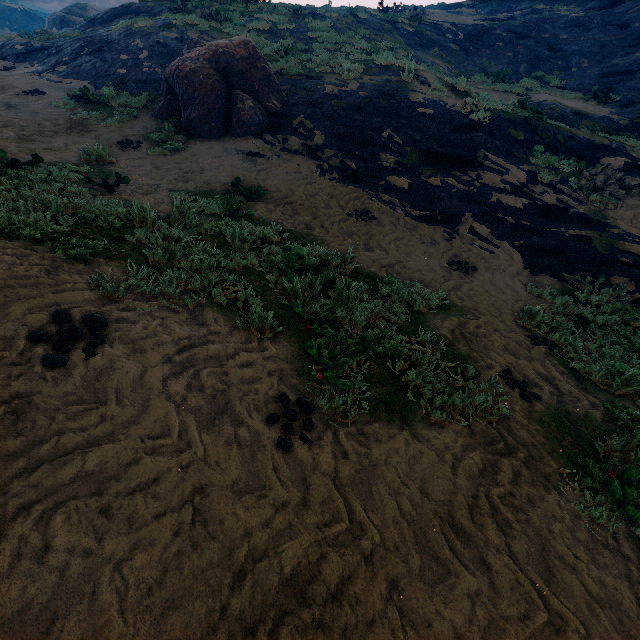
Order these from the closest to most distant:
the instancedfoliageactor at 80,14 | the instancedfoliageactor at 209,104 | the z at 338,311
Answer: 1. the z at 338,311
2. the instancedfoliageactor at 209,104
3. the instancedfoliageactor at 80,14

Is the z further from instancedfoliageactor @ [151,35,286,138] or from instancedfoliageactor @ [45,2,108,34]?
instancedfoliageactor @ [45,2,108,34]

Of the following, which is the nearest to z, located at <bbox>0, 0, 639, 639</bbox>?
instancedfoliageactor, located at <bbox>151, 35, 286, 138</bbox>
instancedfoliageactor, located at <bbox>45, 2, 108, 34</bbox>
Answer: instancedfoliageactor, located at <bbox>151, 35, 286, 138</bbox>

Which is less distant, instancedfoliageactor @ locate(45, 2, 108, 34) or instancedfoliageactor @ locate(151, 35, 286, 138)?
instancedfoliageactor @ locate(151, 35, 286, 138)

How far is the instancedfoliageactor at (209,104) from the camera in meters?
9.9

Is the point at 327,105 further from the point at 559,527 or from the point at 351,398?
the point at 559,527
